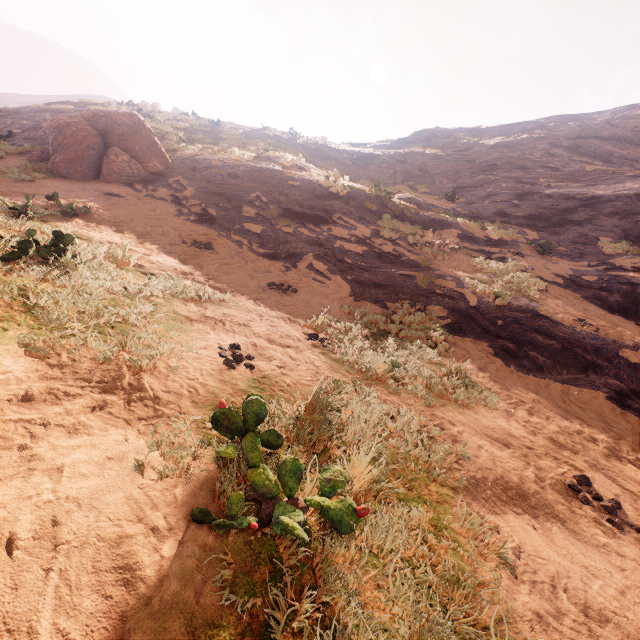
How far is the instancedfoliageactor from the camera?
10.2 meters

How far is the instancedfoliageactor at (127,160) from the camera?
10.2m

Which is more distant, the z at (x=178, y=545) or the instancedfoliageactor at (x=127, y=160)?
the instancedfoliageactor at (x=127, y=160)

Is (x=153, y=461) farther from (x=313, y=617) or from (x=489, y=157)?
(x=489, y=157)

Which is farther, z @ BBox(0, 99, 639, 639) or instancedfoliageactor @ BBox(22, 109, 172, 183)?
instancedfoliageactor @ BBox(22, 109, 172, 183)
